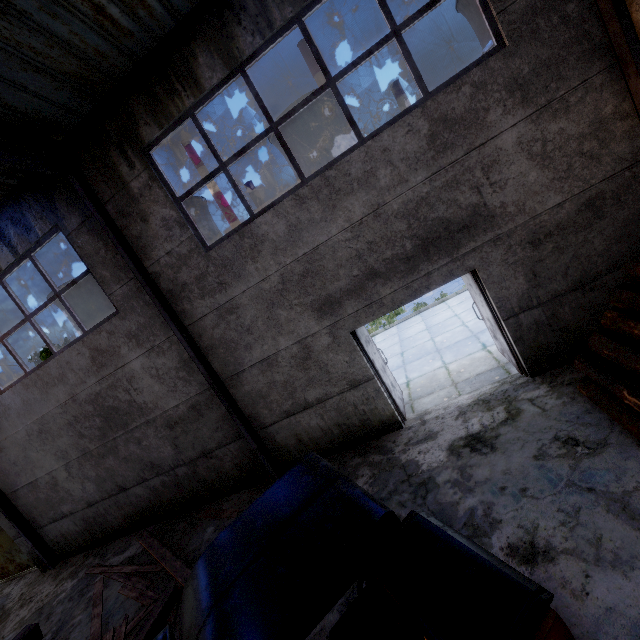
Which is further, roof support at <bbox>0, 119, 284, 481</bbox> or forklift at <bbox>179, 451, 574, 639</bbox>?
roof support at <bbox>0, 119, 284, 481</bbox>

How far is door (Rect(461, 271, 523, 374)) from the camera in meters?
5.6 m

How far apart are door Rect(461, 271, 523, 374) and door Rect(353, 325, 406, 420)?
2.1m

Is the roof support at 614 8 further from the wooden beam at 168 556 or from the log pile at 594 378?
the wooden beam at 168 556

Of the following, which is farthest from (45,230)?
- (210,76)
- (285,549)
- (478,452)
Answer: (478,452)

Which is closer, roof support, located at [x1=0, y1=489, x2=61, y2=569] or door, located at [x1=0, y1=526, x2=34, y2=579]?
roof support, located at [x1=0, y1=489, x2=61, y2=569]

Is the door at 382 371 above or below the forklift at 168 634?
below

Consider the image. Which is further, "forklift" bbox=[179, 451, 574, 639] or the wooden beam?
the wooden beam
